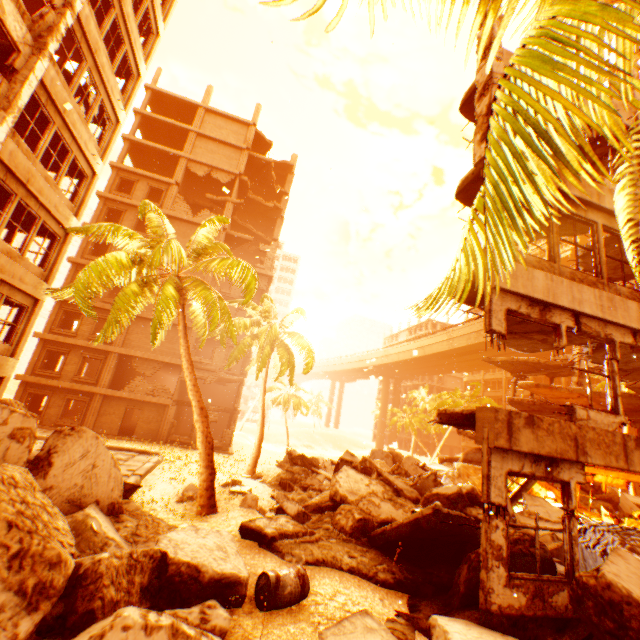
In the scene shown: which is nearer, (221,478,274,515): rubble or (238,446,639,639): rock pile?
(238,446,639,639): rock pile

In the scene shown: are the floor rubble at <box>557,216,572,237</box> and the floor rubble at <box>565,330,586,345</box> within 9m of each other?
yes

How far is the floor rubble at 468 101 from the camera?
9.04m

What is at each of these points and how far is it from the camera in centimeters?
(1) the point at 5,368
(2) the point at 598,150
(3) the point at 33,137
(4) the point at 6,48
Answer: (1) wall corner piece, 1141cm
(2) floor rubble, 1000cm
(3) floor rubble, 1283cm
(4) floor rubble, 961cm

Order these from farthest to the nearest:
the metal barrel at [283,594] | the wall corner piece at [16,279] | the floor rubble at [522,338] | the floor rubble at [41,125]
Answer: the floor rubble at [41,125], the wall corner piece at [16,279], the floor rubble at [522,338], the metal barrel at [283,594]

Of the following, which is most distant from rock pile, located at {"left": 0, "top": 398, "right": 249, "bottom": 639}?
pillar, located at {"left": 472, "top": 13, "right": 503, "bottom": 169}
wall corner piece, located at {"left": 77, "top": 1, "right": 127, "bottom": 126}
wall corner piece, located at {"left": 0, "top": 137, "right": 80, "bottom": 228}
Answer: wall corner piece, located at {"left": 77, "top": 1, "right": 127, "bottom": 126}

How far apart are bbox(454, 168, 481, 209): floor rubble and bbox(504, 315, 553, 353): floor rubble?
2.45m

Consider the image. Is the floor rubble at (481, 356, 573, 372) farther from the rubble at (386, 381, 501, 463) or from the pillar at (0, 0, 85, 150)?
the pillar at (0, 0, 85, 150)
